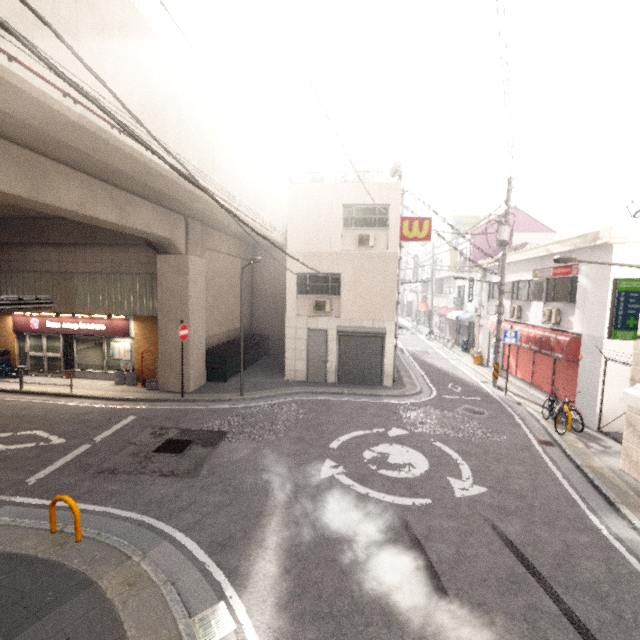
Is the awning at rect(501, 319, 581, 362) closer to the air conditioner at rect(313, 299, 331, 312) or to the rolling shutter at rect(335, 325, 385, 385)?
the rolling shutter at rect(335, 325, 385, 385)

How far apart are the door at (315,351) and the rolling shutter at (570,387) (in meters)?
9.04

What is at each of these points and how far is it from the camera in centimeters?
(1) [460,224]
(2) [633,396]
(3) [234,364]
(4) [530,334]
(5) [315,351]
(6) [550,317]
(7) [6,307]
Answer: (1) sign, 3139cm
(2) awning, 667cm
(3) dumpster, 1533cm
(4) awning, 1341cm
(5) door, 1484cm
(6) air conditioner, 1254cm
(7) traffic light, 640cm

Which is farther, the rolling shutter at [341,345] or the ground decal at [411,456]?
the rolling shutter at [341,345]

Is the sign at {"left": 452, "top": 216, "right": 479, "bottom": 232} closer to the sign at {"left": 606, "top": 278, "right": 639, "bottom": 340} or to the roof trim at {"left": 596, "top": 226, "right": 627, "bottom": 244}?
the roof trim at {"left": 596, "top": 226, "right": 627, "bottom": 244}

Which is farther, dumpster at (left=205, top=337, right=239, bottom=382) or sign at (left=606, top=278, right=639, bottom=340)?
dumpster at (left=205, top=337, right=239, bottom=382)

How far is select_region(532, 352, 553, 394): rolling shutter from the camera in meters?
12.8

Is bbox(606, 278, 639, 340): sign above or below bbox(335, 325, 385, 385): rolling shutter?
above
